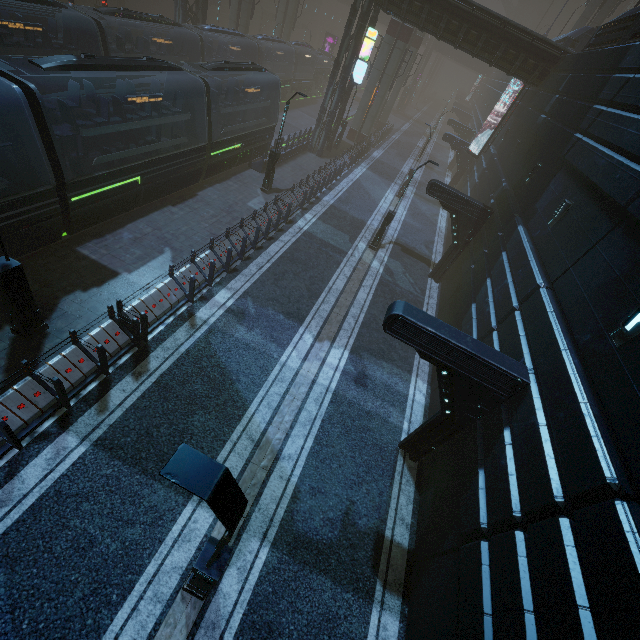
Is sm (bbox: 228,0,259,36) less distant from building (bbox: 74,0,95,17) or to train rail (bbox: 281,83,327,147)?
building (bbox: 74,0,95,17)

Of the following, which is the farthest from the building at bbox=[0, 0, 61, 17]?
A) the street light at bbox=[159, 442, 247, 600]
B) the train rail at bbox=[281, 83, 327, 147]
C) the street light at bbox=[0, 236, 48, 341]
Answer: the street light at bbox=[159, 442, 247, 600]

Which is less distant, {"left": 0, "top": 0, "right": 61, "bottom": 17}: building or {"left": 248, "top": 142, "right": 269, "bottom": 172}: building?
{"left": 248, "top": 142, "right": 269, "bottom": 172}: building

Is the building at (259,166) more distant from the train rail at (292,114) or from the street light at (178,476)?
the street light at (178,476)

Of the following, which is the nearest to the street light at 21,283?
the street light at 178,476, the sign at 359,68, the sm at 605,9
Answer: the street light at 178,476

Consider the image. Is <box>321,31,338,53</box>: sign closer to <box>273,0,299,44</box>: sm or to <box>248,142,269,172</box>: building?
<box>248,142,269,172</box>: building

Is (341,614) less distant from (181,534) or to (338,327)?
(181,534)

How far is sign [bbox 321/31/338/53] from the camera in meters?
52.3
